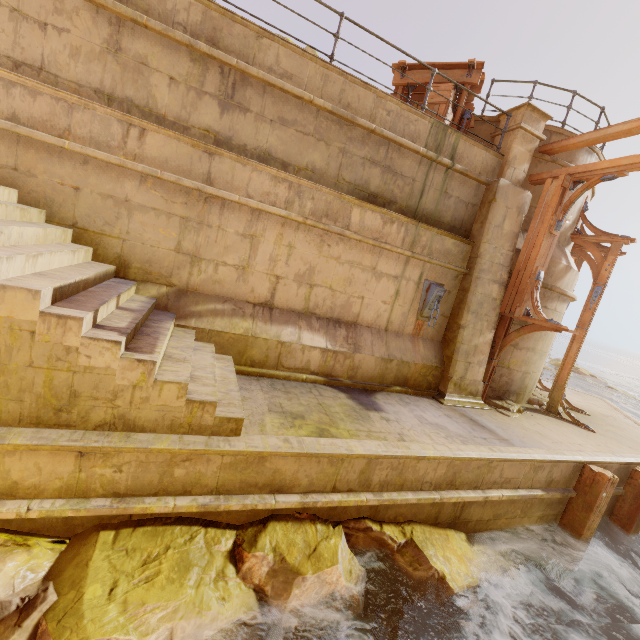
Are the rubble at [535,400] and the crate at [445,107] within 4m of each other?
no

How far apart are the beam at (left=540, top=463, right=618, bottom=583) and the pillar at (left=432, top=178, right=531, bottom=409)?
1.9 meters

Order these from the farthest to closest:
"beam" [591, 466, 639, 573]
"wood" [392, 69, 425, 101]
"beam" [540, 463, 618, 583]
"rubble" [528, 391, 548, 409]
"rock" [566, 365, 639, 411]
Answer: "rock" [566, 365, 639, 411], "rubble" [528, 391, 548, 409], "wood" [392, 69, 425, 101], "beam" [591, 466, 639, 573], "beam" [540, 463, 618, 583]

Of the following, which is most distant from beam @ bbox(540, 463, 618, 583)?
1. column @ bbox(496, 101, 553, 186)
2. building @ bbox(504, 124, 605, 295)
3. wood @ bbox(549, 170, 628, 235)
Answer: column @ bbox(496, 101, 553, 186)

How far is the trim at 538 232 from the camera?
7.34m

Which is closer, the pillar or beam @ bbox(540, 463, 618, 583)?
beam @ bbox(540, 463, 618, 583)

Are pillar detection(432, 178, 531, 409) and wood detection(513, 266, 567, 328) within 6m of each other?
yes

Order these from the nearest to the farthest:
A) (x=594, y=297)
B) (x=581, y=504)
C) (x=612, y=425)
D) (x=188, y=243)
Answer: (x=188, y=243)
(x=581, y=504)
(x=594, y=297)
(x=612, y=425)
